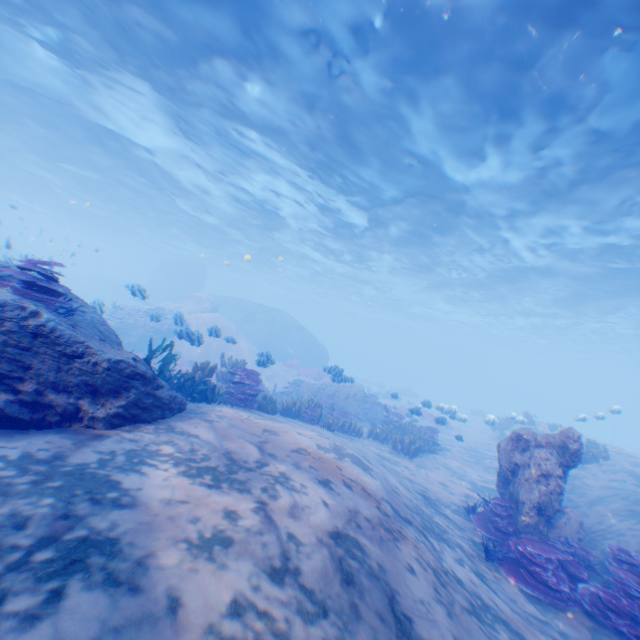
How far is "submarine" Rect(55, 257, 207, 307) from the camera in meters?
40.7 m

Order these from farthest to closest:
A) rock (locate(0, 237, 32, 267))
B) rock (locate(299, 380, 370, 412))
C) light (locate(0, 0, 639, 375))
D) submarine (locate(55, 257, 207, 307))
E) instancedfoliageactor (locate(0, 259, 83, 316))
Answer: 1. submarine (locate(55, 257, 207, 307))
2. rock (locate(299, 380, 370, 412))
3. light (locate(0, 0, 639, 375))
4. rock (locate(0, 237, 32, 267))
5. instancedfoliageactor (locate(0, 259, 83, 316))

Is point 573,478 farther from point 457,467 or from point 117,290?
point 117,290

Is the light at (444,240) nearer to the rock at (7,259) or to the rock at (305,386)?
the rock at (7,259)

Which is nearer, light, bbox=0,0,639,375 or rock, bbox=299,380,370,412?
light, bbox=0,0,639,375

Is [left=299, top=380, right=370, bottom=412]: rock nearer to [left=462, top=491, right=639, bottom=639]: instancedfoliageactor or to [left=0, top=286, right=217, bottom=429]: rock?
[left=0, top=286, right=217, bottom=429]: rock

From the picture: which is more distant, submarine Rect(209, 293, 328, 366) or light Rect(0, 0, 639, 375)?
submarine Rect(209, 293, 328, 366)

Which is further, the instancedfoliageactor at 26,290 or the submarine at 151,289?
the submarine at 151,289
